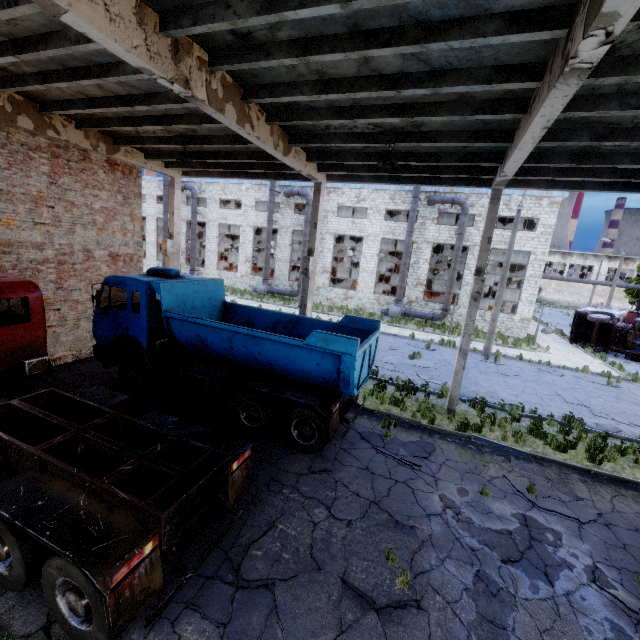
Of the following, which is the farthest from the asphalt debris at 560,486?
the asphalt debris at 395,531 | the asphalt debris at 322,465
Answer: the asphalt debris at 322,465

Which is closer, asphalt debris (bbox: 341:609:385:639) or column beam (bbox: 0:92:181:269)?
asphalt debris (bbox: 341:609:385:639)

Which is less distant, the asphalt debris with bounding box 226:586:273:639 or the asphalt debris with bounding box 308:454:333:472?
the asphalt debris with bounding box 226:586:273:639

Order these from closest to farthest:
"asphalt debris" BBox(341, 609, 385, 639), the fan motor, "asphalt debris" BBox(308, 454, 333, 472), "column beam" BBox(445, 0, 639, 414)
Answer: "column beam" BBox(445, 0, 639, 414), "asphalt debris" BBox(341, 609, 385, 639), "asphalt debris" BBox(308, 454, 333, 472), the fan motor

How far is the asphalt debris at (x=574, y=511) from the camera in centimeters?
703cm

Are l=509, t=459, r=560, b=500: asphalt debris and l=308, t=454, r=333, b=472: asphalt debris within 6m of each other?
yes

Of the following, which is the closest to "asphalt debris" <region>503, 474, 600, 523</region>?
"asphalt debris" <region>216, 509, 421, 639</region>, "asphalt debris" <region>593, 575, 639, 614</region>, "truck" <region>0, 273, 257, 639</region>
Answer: "asphalt debris" <region>593, 575, 639, 614</region>

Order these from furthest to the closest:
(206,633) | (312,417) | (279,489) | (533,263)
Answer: (533,263) → (312,417) → (279,489) → (206,633)
